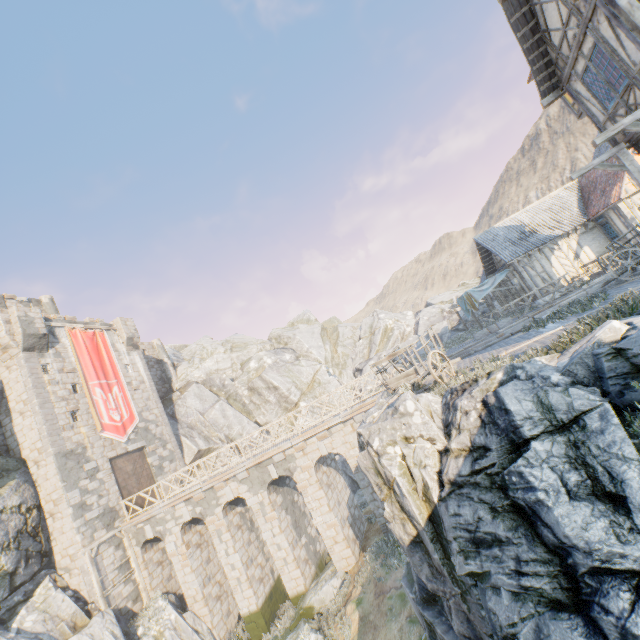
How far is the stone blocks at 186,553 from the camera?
18.03m

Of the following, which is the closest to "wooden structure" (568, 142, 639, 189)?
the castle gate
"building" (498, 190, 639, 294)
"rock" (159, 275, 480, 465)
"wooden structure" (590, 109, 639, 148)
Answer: "wooden structure" (590, 109, 639, 148)

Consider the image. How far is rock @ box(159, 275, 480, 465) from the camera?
30.72m

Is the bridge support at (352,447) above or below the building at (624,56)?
below

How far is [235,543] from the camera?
17.62m

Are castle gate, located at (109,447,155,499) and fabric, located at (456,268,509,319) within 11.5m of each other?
no

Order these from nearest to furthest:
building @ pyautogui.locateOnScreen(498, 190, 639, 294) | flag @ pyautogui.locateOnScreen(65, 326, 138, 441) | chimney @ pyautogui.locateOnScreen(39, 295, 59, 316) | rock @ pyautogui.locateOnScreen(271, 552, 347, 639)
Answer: rock @ pyautogui.locateOnScreen(271, 552, 347, 639)
building @ pyautogui.locateOnScreen(498, 190, 639, 294)
flag @ pyautogui.locateOnScreen(65, 326, 138, 441)
chimney @ pyautogui.locateOnScreen(39, 295, 59, 316)

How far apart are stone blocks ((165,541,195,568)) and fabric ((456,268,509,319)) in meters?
22.8
